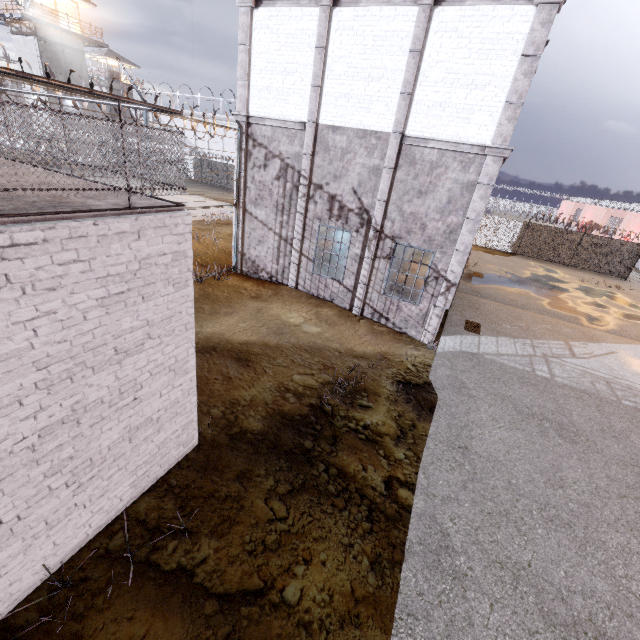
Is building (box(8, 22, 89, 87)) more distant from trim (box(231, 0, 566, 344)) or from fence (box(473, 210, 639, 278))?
trim (box(231, 0, 566, 344))

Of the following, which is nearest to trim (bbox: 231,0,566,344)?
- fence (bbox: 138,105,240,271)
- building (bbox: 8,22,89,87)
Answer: fence (bbox: 138,105,240,271)

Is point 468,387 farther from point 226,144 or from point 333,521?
point 226,144

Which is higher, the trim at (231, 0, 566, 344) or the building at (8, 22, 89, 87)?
the building at (8, 22, 89, 87)

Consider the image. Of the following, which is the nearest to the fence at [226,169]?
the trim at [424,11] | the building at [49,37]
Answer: the trim at [424,11]

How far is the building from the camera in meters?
28.6 m
